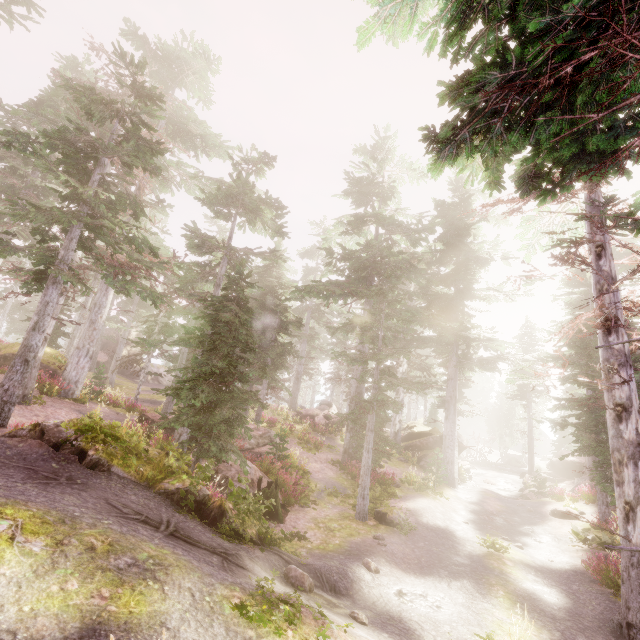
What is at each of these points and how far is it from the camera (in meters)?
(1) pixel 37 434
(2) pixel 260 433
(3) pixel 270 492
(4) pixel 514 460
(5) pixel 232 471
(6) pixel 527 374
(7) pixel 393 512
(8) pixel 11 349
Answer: (1) rock, 7.39
(2) rock, 19.97
(3) tree trunk, 11.77
(4) rock, 49.88
(5) rock, 13.10
(6) instancedfoliageactor, 36.34
(7) rock, 13.11
(8) rock, 18.14

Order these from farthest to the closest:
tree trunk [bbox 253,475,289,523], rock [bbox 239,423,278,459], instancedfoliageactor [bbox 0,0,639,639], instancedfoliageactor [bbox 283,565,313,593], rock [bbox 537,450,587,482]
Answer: rock [bbox 537,450,587,482] → rock [bbox 239,423,278,459] → tree trunk [bbox 253,475,289,523] → instancedfoliageactor [bbox 283,565,313,593] → instancedfoliageactor [bbox 0,0,639,639]

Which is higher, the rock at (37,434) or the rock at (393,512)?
the rock at (37,434)

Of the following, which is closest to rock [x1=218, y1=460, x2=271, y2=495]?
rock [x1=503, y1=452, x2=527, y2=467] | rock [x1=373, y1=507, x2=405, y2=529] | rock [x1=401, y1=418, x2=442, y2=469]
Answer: rock [x1=373, y1=507, x2=405, y2=529]

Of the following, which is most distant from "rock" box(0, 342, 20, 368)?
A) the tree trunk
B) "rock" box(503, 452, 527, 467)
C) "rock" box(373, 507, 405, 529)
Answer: "rock" box(503, 452, 527, 467)

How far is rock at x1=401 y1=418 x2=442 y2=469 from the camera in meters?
26.4 m

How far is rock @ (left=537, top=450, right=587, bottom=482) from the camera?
30.8m

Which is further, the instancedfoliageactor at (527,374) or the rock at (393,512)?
the rock at (393,512)
